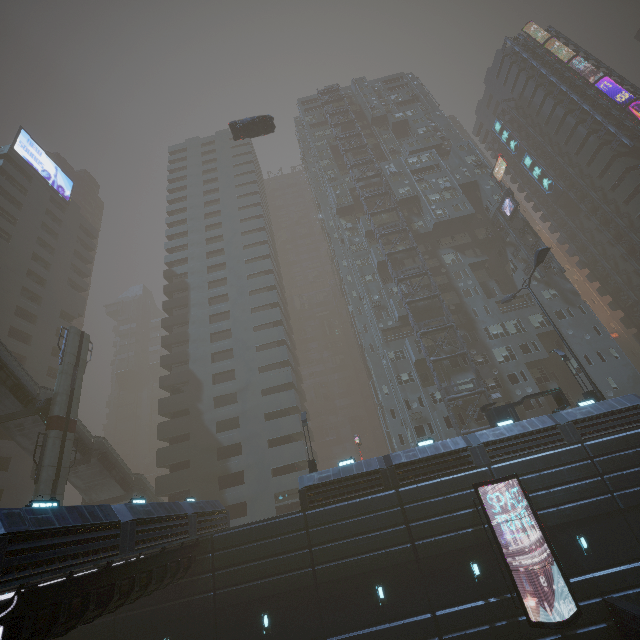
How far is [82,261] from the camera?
54.2 meters

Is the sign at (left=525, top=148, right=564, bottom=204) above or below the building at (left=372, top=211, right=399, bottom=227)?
above

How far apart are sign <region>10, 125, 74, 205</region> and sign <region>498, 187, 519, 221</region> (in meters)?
66.93

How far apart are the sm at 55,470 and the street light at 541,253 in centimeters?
3980cm

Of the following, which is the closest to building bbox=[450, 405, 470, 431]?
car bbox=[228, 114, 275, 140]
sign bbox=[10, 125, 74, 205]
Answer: car bbox=[228, 114, 275, 140]

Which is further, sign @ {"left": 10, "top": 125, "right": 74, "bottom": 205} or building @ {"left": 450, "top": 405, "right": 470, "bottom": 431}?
sign @ {"left": 10, "top": 125, "right": 74, "bottom": 205}

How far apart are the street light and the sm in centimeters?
3980cm

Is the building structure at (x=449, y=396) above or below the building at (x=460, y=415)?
above
